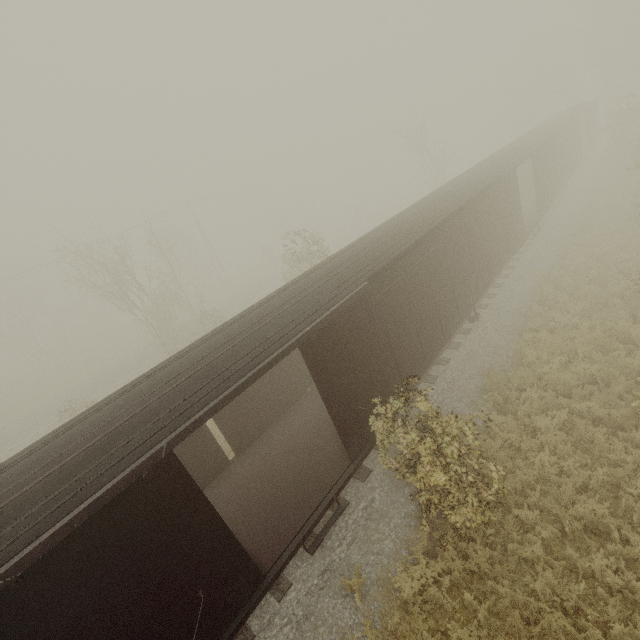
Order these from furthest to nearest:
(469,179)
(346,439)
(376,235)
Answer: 1. (469,179)
2. (376,235)
3. (346,439)
